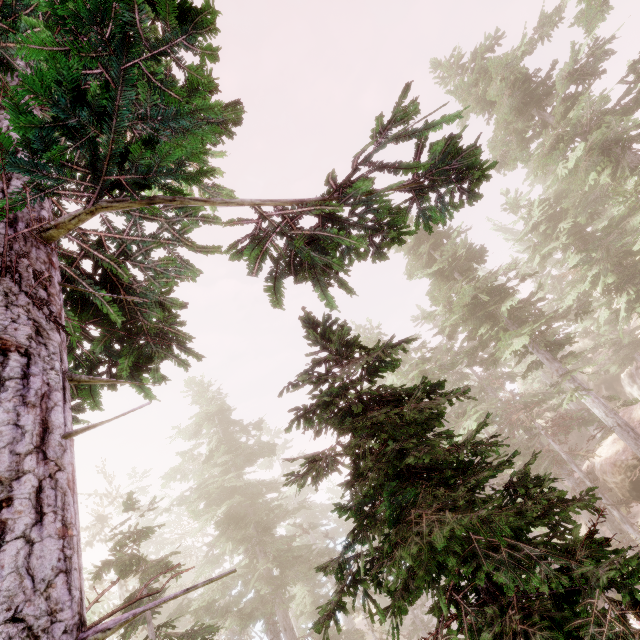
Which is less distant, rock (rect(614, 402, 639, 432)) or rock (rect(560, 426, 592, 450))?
rock (rect(614, 402, 639, 432))

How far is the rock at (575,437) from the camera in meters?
39.7

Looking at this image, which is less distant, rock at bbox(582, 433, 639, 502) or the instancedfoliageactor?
the instancedfoliageactor

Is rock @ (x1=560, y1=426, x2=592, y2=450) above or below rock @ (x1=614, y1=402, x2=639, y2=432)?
below

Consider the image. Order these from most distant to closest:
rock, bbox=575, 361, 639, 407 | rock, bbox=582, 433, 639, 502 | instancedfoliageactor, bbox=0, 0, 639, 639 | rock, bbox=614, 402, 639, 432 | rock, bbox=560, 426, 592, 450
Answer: rock, bbox=560, 426, 592, 450 → rock, bbox=575, 361, 639, 407 → rock, bbox=614, 402, 639, 432 → rock, bbox=582, 433, 639, 502 → instancedfoliageactor, bbox=0, 0, 639, 639

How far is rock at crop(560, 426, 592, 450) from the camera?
39.69m

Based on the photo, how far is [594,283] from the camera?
21.34m

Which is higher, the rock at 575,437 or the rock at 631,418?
the rock at 631,418
